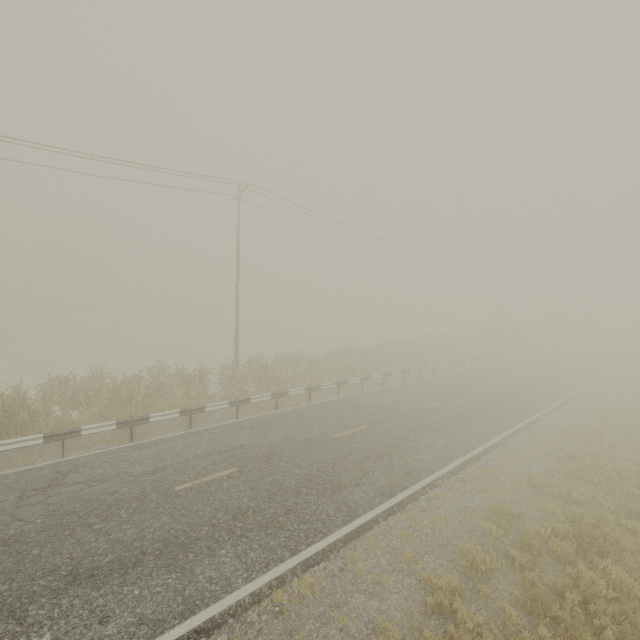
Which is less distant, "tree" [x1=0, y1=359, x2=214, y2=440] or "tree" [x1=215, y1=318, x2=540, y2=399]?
"tree" [x1=0, y1=359, x2=214, y2=440]

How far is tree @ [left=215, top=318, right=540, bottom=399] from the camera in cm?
1745

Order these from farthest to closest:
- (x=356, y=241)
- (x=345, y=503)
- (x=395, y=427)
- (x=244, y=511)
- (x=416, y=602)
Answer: (x=356, y=241) < (x=395, y=427) < (x=345, y=503) < (x=244, y=511) < (x=416, y=602)

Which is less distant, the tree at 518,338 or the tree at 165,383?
the tree at 165,383

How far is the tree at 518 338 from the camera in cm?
1745
